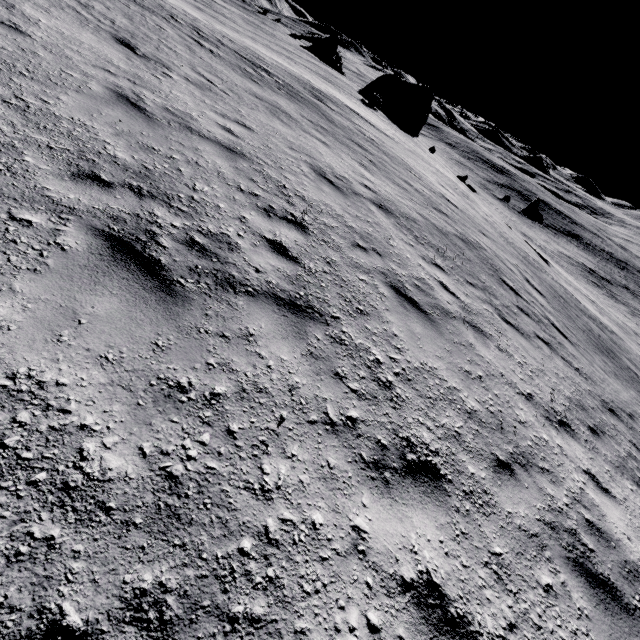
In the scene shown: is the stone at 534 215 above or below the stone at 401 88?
below

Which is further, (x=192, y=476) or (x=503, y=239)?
(x=503, y=239)

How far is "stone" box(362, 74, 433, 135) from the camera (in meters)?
53.50

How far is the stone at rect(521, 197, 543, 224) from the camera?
35.81m

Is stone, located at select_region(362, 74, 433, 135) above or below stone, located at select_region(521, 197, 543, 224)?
above

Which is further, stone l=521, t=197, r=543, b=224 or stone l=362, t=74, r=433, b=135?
stone l=362, t=74, r=433, b=135

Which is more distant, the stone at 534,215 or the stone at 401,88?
the stone at 401,88
